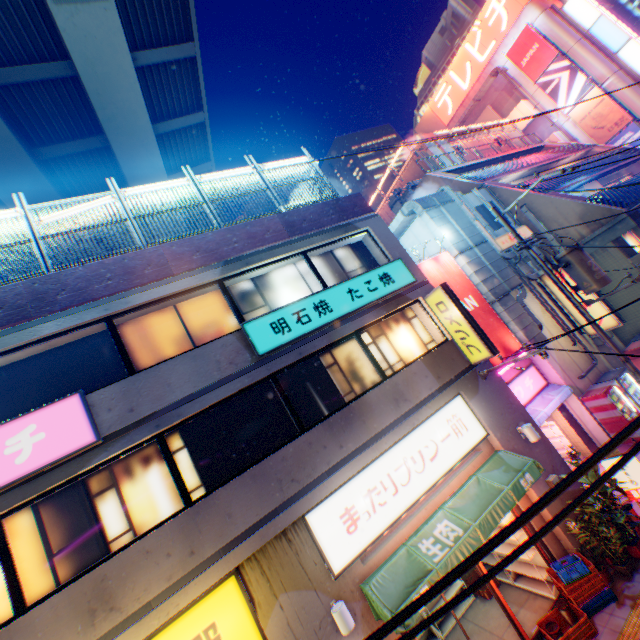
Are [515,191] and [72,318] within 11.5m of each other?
no

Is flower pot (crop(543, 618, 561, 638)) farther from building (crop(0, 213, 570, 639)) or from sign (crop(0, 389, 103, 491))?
sign (crop(0, 389, 103, 491))

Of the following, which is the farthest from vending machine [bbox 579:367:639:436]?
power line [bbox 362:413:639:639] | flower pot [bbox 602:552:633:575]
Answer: flower pot [bbox 602:552:633:575]

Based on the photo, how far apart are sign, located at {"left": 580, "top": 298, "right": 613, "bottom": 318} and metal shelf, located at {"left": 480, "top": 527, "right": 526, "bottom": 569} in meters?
9.6

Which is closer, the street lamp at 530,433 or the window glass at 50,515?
the window glass at 50,515

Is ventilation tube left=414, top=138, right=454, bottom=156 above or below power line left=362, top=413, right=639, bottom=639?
above

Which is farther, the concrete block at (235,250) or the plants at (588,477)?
the plants at (588,477)

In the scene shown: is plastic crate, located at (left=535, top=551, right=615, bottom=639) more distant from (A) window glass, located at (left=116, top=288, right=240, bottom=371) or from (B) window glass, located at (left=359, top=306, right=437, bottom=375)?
(A) window glass, located at (left=116, top=288, right=240, bottom=371)
